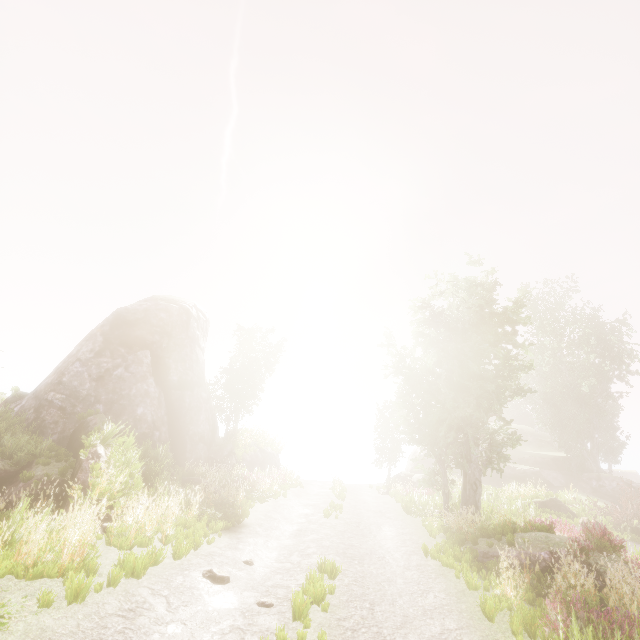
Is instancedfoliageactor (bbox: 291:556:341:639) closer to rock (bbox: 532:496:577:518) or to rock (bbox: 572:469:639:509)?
rock (bbox: 572:469:639:509)

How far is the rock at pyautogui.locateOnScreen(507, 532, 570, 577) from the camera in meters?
9.8 m

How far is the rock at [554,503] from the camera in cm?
2092

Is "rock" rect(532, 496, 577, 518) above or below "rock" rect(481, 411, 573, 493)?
below

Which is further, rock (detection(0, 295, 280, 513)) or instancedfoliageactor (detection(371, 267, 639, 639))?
rock (detection(0, 295, 280, 513))

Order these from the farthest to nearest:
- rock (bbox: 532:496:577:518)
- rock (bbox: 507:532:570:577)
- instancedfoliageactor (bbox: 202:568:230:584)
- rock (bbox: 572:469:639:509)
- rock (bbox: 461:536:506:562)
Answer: rock (bbox: 572:469:639:509)
rock (bbox: 532:496:577:518)
rock (bbox: 461:536:506:562)
rock (bbox: 507:532:570:577)
instancedfoliageactor (bbox: 202:568:230:584)

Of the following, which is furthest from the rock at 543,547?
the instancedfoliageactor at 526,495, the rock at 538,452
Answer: the rock at 538,452

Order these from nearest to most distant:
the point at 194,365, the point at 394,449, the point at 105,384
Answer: the point at 105,384 < the point at 194,365 < the point at 394,449
